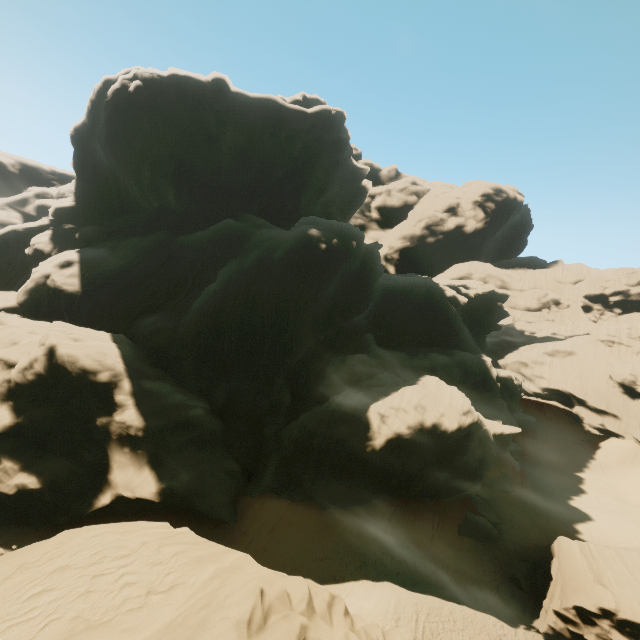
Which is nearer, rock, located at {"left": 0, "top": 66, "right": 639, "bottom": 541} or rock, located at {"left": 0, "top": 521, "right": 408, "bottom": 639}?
rock, located at {"left": 0, "top": 521, "right": 408, "bottom": 639}

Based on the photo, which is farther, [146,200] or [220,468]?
[146,200]

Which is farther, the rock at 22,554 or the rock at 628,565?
the rock at 628,565

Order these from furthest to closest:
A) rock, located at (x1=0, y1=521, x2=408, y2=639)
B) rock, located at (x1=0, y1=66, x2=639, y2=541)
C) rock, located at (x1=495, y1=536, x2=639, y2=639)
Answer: rock, located at (x1=0, y1=66, x2=639, y2=541), rock, located at (x1=495, y1=536, x2=639, y2=639), rock, located at (x1=0, y1=521, x2=408, y2=639)

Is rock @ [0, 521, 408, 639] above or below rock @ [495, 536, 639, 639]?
above

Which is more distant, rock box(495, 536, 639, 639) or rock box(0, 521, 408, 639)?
rock box(495, 536, 639, 639)
